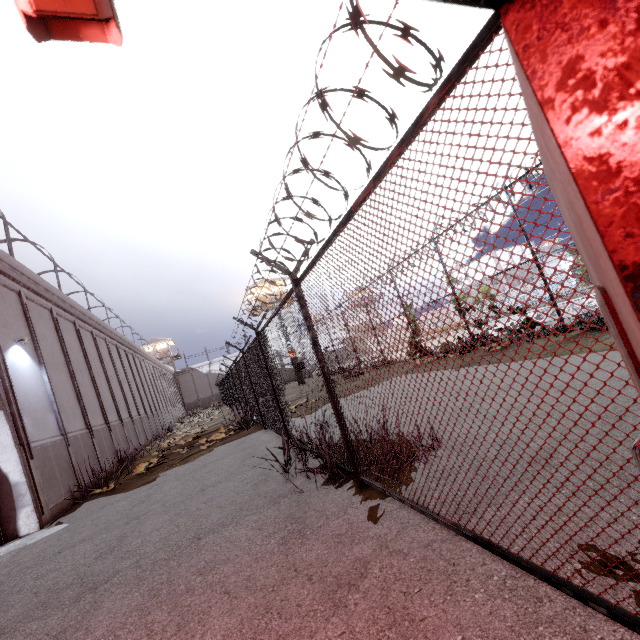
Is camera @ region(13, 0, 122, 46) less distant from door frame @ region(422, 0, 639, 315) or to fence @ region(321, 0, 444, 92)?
door frame @ region(422, 0, 639, 315)

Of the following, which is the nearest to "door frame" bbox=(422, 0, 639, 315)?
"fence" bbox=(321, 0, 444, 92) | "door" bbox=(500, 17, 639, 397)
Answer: "door" bbox=(500, 17, 639, 397)

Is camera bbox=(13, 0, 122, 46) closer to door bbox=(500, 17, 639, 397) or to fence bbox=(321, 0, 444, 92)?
door bbox=(500, 17, 639, 397)

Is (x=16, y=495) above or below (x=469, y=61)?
below

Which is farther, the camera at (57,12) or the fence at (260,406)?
the fence at (260,406)

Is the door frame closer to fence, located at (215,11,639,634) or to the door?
the door

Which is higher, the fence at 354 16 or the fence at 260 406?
the fence at 354 16

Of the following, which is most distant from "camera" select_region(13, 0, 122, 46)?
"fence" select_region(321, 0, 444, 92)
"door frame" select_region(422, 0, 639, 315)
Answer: "fence" select_region(321, 0, 444, 92)
